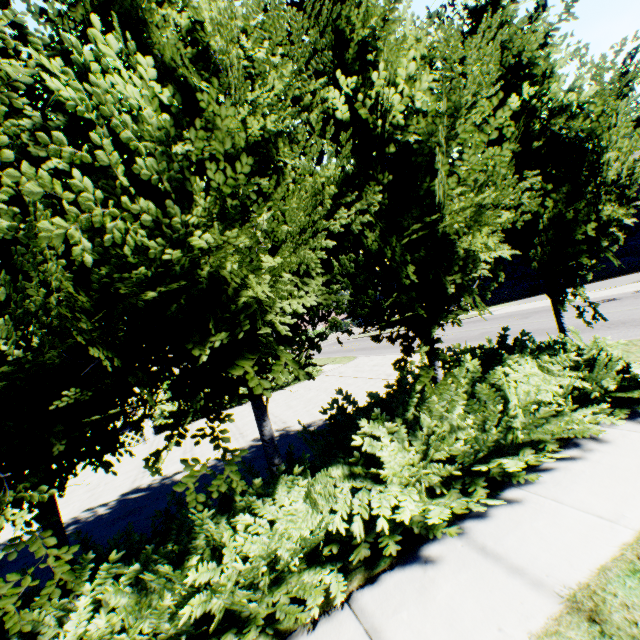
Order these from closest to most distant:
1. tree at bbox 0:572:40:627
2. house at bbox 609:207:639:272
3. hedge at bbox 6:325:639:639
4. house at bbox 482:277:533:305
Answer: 1. tree at bbox 0:572:40:627
2. hedge at bbox 6:325:639:639
3. house at bbox 609:207:639:272
4. house at bbox 482:277:533:305

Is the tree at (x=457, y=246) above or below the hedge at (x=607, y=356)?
above

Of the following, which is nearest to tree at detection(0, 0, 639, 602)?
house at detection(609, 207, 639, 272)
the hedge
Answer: the hedge

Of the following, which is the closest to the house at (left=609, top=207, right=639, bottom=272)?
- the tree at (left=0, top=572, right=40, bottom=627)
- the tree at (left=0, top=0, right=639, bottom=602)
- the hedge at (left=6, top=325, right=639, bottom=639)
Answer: the hedge at (left=6, top=325, right=639, bottom=639)

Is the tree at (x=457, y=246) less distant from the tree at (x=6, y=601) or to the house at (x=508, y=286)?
the tree at (x=6, y=601)

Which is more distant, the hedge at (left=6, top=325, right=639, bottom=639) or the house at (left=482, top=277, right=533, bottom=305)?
the house at (left=482, top=277, right=533, bottom=305)

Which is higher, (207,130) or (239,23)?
(239,23)

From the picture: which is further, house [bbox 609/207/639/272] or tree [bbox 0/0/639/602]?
house [bbox 609/207/639/272]
